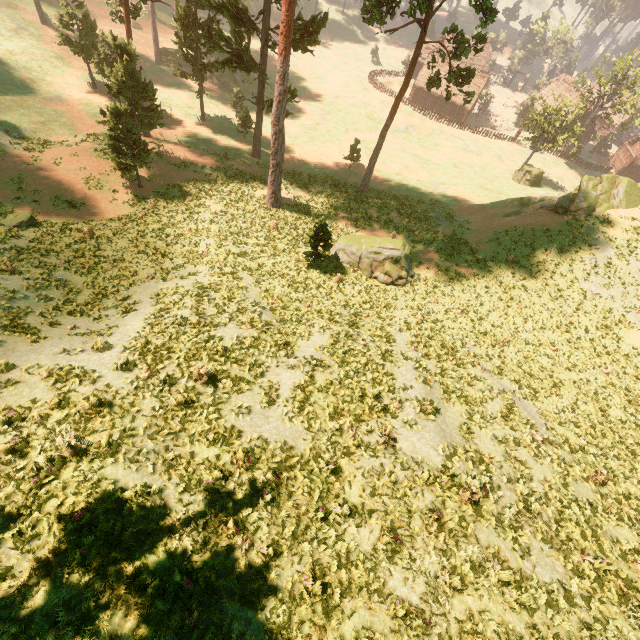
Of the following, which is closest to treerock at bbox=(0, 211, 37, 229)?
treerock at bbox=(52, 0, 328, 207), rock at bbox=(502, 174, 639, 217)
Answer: treerock at bbox=(52, 0, 328, 207)

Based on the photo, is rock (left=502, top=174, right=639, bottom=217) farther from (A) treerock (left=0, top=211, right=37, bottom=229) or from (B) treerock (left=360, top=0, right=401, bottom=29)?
(A) treerock (left=0, top=211, right=37, bottom=229)

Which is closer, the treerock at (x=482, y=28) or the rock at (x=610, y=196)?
the treerock at (x=482, y=28)

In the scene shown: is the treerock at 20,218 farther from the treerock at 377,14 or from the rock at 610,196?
Answer: the rock at 610,196

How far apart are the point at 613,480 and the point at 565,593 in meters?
7.4
